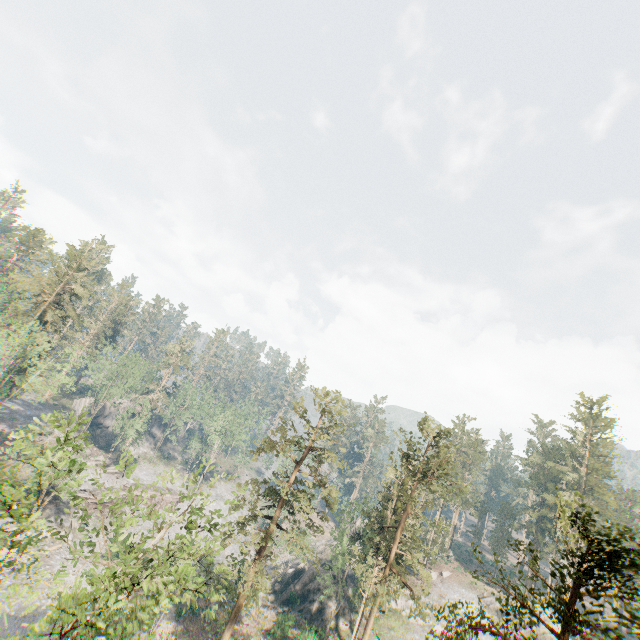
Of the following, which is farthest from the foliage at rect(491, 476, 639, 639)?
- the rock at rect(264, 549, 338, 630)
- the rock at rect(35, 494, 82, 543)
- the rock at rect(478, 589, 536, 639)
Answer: the rock at rect(478, 589, 536, 639)

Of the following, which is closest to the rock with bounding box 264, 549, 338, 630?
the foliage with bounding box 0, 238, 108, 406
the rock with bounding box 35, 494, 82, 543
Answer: the foliage with bounding box 0, 238, 108, 406

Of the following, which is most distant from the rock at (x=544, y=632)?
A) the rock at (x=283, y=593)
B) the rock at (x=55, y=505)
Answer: the rock at (x=55, y=505)

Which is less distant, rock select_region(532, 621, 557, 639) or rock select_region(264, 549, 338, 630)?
rock select_region(264, 549, 338, 630)

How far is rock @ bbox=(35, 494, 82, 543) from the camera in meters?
40.1

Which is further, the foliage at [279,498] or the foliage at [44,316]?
the foliage at [44,316]

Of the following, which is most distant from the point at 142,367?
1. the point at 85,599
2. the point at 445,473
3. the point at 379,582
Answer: the point at 85,599

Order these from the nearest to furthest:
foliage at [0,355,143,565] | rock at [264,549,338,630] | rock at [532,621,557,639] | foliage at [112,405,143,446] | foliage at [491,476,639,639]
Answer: foliage at [491,476,639,639], foliage at [0,355,143,565], rock at [264,549,338,630], rock at [532,621,557,639], foliage at [112,405,143,446]
